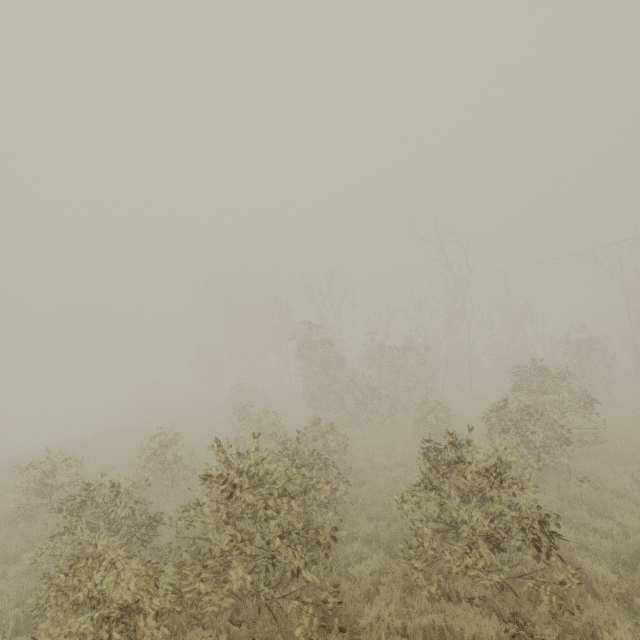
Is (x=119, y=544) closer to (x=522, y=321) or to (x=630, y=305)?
(x=522, y=321)
